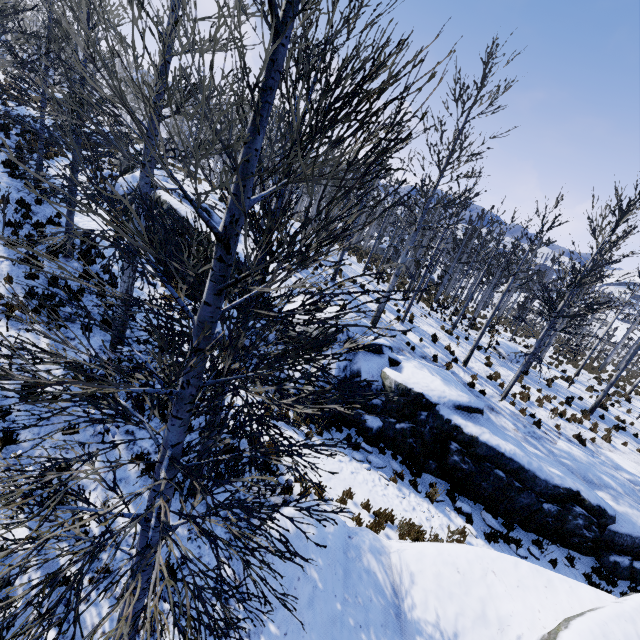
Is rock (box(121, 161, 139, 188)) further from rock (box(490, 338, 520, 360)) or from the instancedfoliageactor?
rock (box(490, 338, 520, 360))

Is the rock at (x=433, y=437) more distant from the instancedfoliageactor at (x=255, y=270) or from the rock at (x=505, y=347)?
the rock at (x=505, y=347)

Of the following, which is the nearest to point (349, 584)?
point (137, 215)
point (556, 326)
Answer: point (137, 215)

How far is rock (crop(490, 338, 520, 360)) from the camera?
20.16m

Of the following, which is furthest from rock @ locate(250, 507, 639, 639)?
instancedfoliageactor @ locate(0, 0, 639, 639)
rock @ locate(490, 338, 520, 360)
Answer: rock @ locate(490, 338, 520, 360)

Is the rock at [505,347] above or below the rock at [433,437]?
above

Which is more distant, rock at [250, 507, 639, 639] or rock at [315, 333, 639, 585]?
rock at [315, 333, 639, 585]
